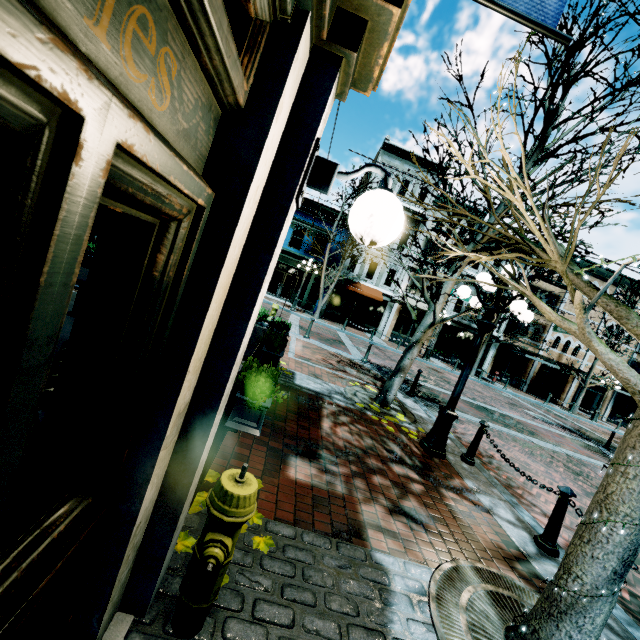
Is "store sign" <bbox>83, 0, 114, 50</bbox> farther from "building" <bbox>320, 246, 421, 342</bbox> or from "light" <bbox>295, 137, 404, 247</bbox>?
"building" <bbox>320, 246, 421, 342</bbox>

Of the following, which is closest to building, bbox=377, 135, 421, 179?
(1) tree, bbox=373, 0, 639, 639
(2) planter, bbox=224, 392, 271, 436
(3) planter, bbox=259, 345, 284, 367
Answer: (1) tree, bbox=373, 0, 639, 639

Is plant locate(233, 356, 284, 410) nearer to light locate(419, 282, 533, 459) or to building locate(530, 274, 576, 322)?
light locate(419, 282, 533, 459)

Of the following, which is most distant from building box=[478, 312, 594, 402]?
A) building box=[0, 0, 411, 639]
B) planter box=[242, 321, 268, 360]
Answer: planter box=[242, 321, 268, 360]

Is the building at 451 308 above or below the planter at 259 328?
above

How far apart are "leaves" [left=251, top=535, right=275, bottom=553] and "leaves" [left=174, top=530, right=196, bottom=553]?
0.47m

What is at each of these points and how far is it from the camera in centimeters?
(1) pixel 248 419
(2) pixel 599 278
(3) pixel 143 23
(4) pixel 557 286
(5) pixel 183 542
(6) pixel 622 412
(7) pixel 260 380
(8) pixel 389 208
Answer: (1) planter, 292cm
(2) building, 2661cm
(3) building, 74cm
(4) building, 2630cm
(5) leaves, 235cm
(6) building, 2853cm
(7) plant, 299cm
(8) light, 166cm

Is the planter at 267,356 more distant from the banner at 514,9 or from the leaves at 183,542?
the banner at 514,9
